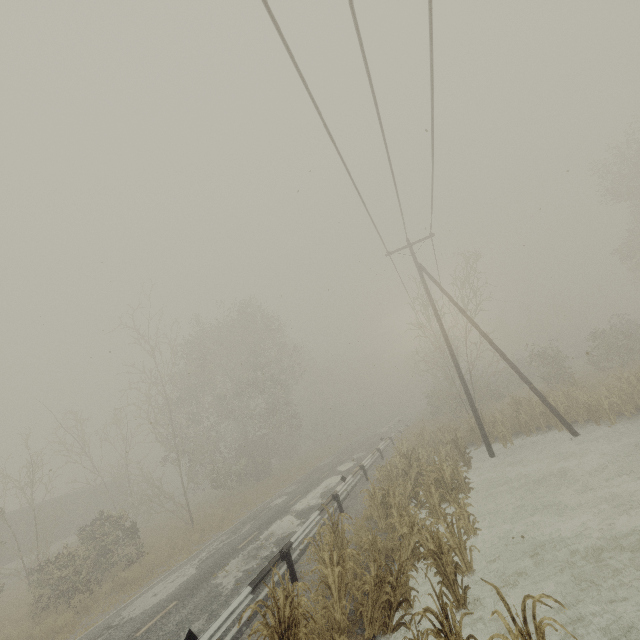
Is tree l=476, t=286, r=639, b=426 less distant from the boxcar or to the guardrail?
the guardrail

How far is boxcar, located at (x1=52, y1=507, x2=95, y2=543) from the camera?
29.8 meters

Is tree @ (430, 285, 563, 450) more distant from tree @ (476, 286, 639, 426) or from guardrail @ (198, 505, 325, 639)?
A: tree @ (476, 286, 639, 426)

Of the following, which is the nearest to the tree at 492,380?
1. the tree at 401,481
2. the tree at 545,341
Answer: the tree at 401,481

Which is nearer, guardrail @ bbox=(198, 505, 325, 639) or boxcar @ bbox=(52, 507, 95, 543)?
guardrail @ bbox=(198, 505, 325, 639)

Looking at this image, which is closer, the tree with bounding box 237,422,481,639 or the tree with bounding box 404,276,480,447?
the tree with bounding box 237,422,481,639

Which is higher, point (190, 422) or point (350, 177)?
→ point (350, 177)

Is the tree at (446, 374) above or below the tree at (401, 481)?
→ above
